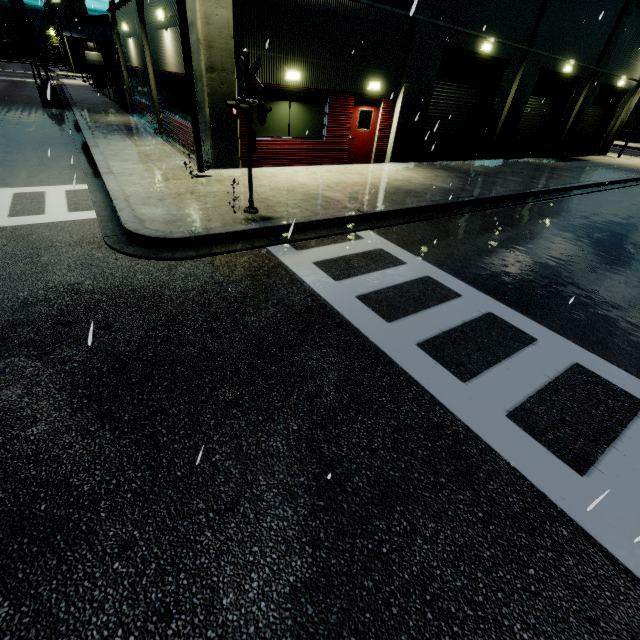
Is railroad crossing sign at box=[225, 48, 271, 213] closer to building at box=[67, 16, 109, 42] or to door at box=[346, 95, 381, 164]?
building at box=[67, 16, 109, 42]

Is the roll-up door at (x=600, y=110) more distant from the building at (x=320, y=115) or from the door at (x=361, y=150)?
the door at (x=361, y=150)

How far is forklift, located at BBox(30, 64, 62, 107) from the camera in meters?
20.1 m

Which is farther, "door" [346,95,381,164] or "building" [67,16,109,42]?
"building" [67,16,109,42]

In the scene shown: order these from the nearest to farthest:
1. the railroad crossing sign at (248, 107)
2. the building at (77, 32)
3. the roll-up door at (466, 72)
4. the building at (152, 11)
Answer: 1. the railroad crossing sign at (248, 107)
2. the building at (152, 11)
3. the roll-up door at (466, 72)
4. the building at (77, 32)

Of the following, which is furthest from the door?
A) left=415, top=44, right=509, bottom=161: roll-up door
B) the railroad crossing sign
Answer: the railroad crossing sign

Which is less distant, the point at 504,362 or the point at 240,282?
the point at 504,362
